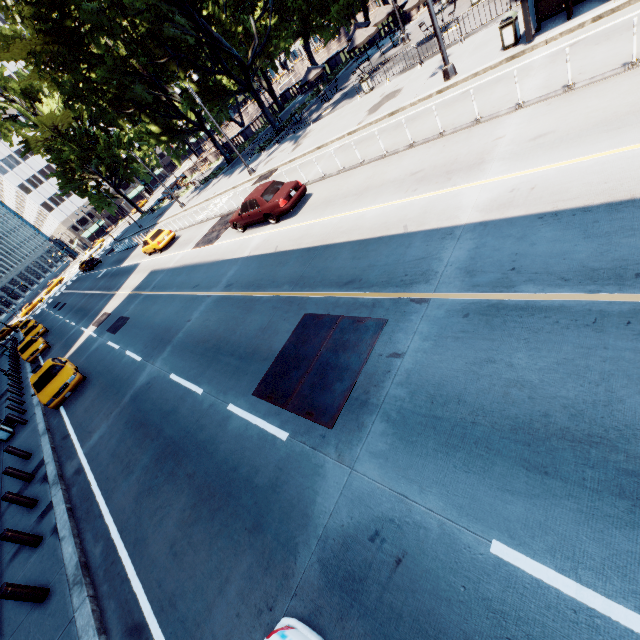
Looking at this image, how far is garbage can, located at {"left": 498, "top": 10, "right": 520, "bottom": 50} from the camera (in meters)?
12.02

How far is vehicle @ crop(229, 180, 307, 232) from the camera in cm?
1405

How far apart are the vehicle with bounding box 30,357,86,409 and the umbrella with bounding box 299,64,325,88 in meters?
27.8

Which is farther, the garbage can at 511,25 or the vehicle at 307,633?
the garbage can at 511,25

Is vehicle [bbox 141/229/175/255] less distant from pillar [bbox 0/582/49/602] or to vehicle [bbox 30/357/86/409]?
vehicle [bbox 30/357/86/409]

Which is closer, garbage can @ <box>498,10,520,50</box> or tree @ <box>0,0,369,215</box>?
garbage can @ <box>498,10,520,50</box>

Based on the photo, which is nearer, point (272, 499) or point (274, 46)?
point (272, 499)

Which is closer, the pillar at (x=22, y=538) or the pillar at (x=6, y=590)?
the pillar at (x=6, y=590)
